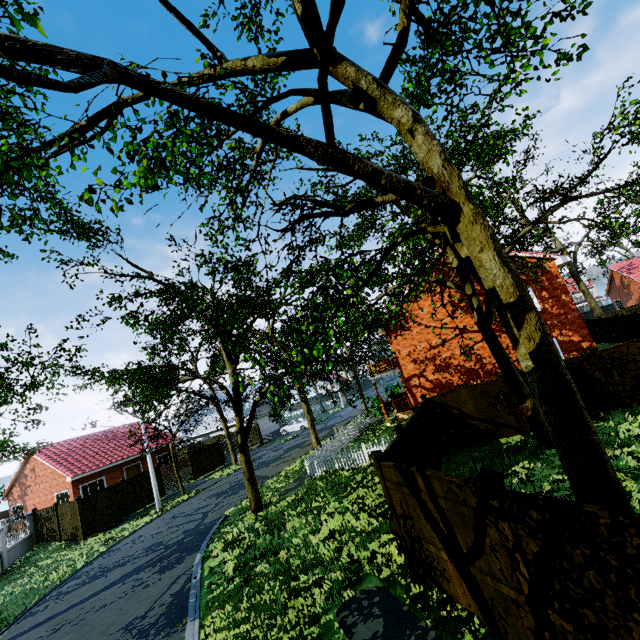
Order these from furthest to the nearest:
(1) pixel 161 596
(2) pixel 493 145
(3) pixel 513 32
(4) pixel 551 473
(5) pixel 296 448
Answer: (5) pixel 296 448 < (2) pixel 493 145 < (1) pixel 161 596 < (4) pixel 551 473 < (3) pixel 513 32

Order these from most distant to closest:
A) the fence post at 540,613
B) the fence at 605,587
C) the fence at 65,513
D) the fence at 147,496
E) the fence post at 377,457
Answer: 1. the fence at 147,496
2. the fence at 65,513
3. the fence post at 377,457
4. the fence post at 540,613
5. the fence at 605,587

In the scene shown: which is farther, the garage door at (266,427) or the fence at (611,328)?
the garage door at (266,427)

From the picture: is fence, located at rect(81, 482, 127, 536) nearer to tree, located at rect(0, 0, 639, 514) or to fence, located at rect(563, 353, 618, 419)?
tree, located at rect(0, 0, 639, 514)

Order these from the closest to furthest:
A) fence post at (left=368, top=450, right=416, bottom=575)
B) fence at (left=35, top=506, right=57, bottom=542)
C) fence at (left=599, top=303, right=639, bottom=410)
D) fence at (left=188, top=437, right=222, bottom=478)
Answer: fence post at (left=368, top=450, right=416, bottom=575) < fence at (left=599, top=303, right=639, bottom=410) < fence at (left=35, top=506, right=57, bottom=542) < fence at (left=188, top=437, right=222, bottom=478)

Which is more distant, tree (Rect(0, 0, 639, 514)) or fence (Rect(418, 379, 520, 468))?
fence (Rect(418, 379, 520, 468))

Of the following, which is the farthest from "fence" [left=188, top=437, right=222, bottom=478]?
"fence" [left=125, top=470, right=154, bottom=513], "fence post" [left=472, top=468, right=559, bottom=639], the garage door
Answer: "fence" [left=125, top=470, right=154, bottom=513]
